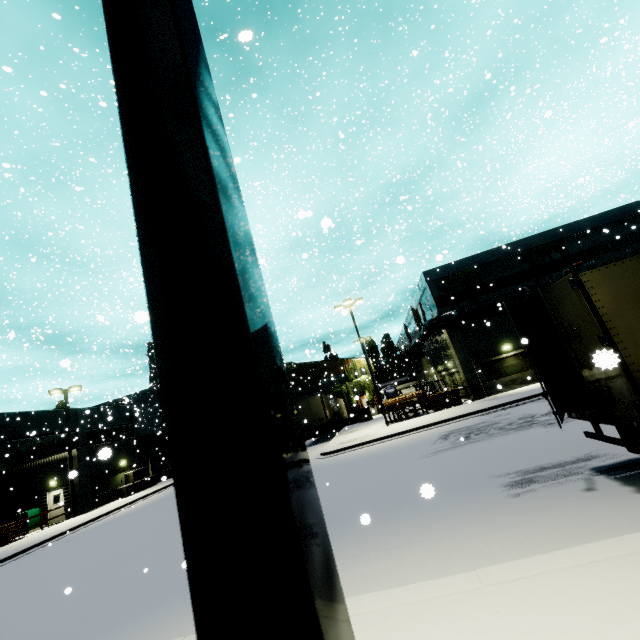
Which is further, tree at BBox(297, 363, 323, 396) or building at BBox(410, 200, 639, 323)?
tree at BBox(297, 363, 323, 396)

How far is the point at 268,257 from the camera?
38.81m

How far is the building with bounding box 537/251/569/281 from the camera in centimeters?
2534cm

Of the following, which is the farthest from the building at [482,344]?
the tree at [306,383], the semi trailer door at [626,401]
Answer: the semi trailer door at [626,401]

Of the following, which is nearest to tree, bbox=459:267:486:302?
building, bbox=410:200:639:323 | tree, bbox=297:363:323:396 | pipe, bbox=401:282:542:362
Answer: building, bbox=410:200:639:323

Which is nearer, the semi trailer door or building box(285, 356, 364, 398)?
the semi trailer door

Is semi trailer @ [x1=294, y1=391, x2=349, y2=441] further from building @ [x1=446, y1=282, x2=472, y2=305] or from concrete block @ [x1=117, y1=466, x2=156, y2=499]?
concrete block @ [x1=117, y1=466, x2=156, y2=499]

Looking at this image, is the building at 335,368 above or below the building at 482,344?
above
